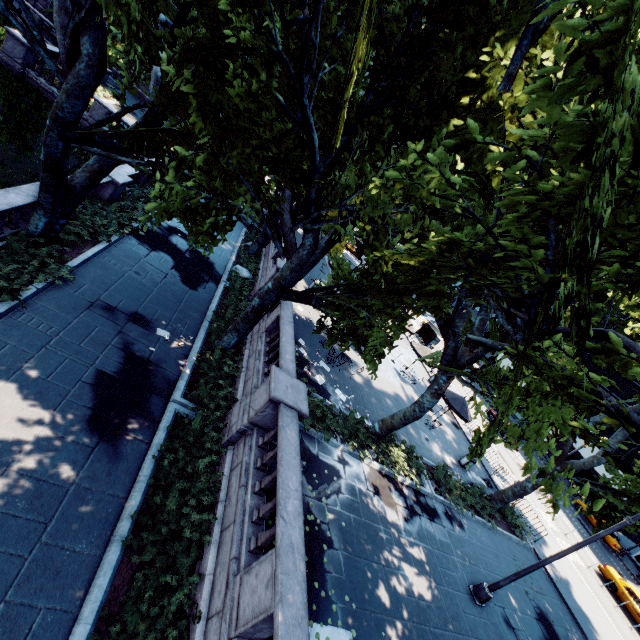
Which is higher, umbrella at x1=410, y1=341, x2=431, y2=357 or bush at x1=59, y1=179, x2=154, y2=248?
umbrella at x1=410, y1=341, x2=431, y2=357

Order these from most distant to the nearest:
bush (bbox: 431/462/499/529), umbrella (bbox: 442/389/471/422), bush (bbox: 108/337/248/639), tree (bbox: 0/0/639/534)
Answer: umbrella (bbox: 442/389/471/422) → bush (bbox: 431/462/499/529) → bush (bbox: 108/337/248/639) → tree (bbox: 0/0/639/534)

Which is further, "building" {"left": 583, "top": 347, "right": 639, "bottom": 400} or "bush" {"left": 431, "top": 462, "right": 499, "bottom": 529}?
"building" {"left": 583, "top": 347, "right": 639, "bottom": 400}

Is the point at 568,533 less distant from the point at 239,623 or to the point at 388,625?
the point at 388,625

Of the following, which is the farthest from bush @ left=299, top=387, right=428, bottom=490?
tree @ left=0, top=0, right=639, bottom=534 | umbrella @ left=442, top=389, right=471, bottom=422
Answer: umbrella @ left=442, top=389, right=471, bottom=422

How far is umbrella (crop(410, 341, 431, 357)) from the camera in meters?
25.2 m

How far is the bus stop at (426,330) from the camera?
42.2m

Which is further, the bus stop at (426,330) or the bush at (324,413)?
the bus stop at (426,330)
